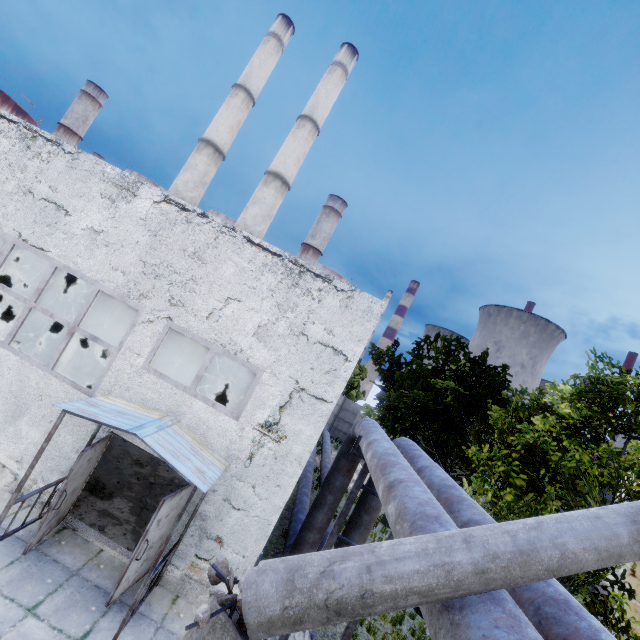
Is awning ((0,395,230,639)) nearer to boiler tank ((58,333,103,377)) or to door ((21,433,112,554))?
door ((21,433,112,554))

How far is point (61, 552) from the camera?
6.7 meters

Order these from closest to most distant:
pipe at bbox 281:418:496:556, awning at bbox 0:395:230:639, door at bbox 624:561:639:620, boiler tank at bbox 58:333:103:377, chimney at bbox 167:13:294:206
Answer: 1. pipe at bbox 281:418:496:556
2. awning at bbox 0:395:230:639
3. boiler tank at bbox 58:333:103:377
4. door at bbox 624:561:639:620
5. chimney at bbox 167:13:294:206

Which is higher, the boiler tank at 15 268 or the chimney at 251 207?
the chimney at 251 207

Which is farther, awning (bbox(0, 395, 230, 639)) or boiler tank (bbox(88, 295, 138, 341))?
boiler tank (bbox(88, 295, 138, 341))

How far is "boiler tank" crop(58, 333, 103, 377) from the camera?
14.38m

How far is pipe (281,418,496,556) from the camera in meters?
3.1

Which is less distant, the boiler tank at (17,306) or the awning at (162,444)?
the awning at (162,444)
